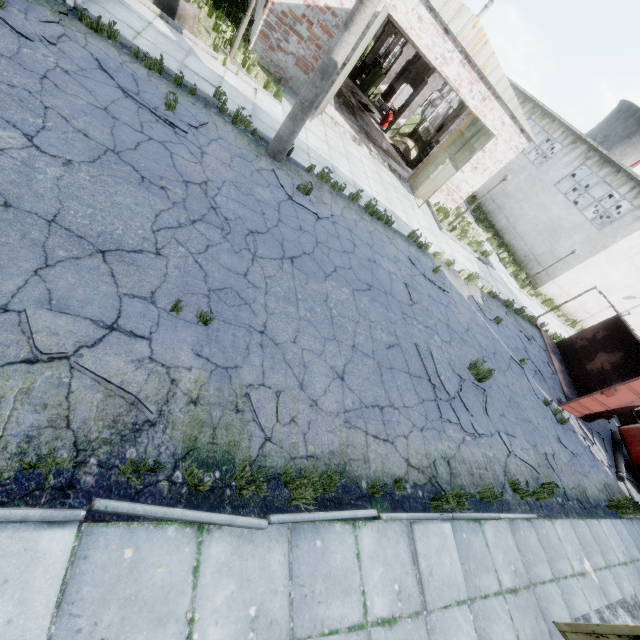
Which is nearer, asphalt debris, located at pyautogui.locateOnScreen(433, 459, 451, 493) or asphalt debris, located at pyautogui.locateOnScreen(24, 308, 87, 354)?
asphalt debris, located at pyautogui.locateOnScreen(24, 308, 87, 354)

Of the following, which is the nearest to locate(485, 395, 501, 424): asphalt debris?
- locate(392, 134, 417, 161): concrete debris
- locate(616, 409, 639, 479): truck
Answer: locate(616, 409, 639, 479): truck

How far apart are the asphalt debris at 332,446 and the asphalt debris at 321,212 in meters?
5.0 m

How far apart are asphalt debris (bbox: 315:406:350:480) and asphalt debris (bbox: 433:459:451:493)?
1.9 meters

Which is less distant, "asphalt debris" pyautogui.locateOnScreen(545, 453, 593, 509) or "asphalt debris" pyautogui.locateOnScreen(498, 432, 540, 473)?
"asphalt debris" pyautogui.locateOnScreen(498, 432, 540, 473)

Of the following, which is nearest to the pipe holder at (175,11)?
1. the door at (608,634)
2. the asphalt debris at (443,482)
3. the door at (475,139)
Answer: the door at (475,139)

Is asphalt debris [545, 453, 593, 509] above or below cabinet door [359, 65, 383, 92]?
below

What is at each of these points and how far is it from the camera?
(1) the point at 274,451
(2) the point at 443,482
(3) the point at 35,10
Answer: (1) asphalt debris, 4.0m
(2) asphalt debris, 5.6m
(3) asphalt debris, 5.7m
